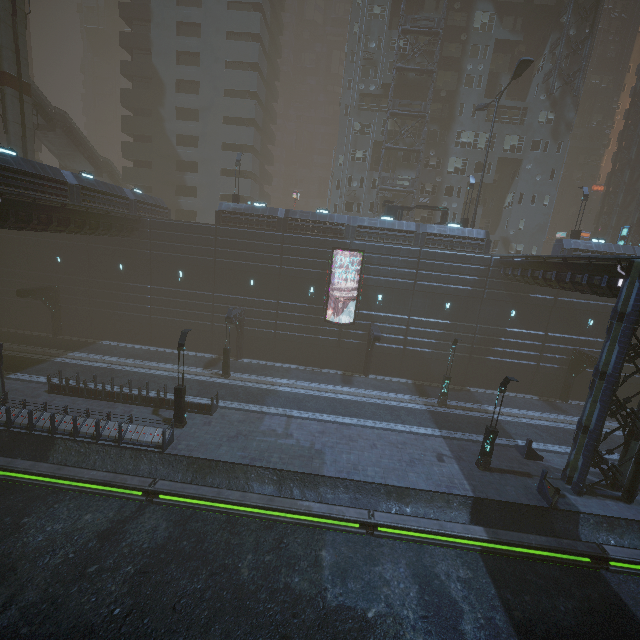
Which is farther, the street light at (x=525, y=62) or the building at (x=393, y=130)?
the building at (x=393, y=130)

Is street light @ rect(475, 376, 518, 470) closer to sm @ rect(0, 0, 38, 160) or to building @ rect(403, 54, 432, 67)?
building @ rect(403, 54, 432, 67)

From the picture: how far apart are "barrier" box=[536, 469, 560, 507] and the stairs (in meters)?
49.70

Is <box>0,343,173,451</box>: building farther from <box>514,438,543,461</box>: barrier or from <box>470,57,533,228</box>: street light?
<box>514,438,543,461</box>: barrier

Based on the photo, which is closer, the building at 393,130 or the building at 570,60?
the building at 570,60

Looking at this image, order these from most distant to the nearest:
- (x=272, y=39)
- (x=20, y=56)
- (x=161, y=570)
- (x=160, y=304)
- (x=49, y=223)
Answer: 1. (x=272, y=39)
2. (x=160, y=304)
3. (x=20, y=56)
4. (x=49, y=223)
5. (x=161, y=570)

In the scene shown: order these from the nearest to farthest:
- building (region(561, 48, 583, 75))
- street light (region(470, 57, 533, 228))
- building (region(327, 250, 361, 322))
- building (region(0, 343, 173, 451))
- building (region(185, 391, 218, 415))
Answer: building (region(0, 343, 173, 451))
building (region(185, 391, 218, 415))
street light (region(470, 57, 533, 228))
building (region(327, 250, 361, 322))
building (region(561, 48, 583, 75))

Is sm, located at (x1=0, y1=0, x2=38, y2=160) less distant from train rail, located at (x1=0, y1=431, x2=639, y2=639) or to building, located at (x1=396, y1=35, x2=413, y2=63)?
Result: building, located at (x1=396, y1=35, x2=413, y2=63)
